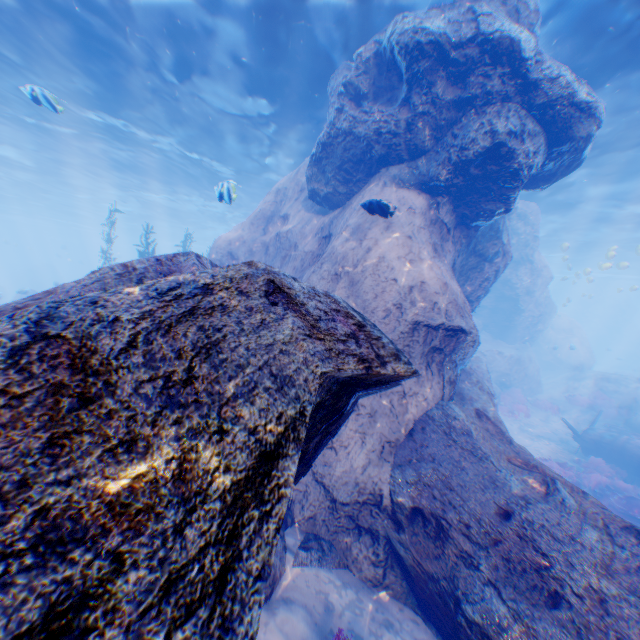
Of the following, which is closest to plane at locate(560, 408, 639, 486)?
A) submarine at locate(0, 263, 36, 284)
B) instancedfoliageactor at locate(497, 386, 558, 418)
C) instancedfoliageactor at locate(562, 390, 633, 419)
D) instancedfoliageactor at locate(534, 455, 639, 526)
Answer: instancedfoliageactor at locate(534, 455, 639, 526)

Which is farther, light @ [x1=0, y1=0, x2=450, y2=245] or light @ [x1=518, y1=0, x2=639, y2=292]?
light @ [x1=0, y1=0, x2=450, y2=245]

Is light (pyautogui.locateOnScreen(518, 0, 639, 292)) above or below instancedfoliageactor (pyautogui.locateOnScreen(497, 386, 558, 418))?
above

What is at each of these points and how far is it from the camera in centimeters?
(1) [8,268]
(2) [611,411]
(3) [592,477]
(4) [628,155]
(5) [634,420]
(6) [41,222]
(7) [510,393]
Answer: (1) submarine, 5709cm
(2) instancedfoliageactor, 1889cm
(3) instancedfoliageactor, 1193cm
(4) light, 1369cm
(5) rock, 1633cm
(6) light, 5344cm
(7) instancedfoliageactor, 2078cm

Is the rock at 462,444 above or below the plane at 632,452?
above

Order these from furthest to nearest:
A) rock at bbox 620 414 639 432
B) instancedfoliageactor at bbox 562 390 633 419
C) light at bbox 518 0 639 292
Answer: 1. instancedfoliageactor at bbox 562 390 633 419
2. rock at bbox 620 414 639 432
3. light at bbox 518 0 639 292

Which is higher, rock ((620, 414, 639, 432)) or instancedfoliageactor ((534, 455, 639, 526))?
rock ((620, 414, 639, 432))

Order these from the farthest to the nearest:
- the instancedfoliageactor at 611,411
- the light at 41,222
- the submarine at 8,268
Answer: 1. the submarine at 8,268
2. the instancedfoliageactor at 611,411
3. the light at 41,222
